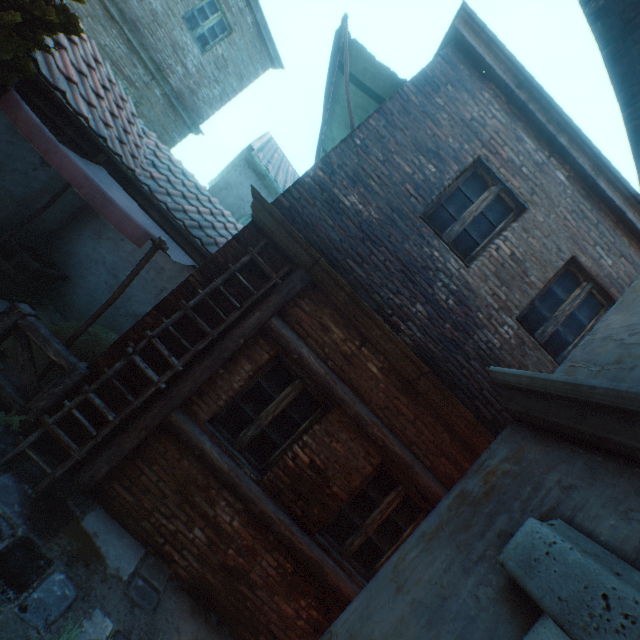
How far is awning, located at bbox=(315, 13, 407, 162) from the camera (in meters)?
5.13

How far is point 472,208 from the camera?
4.7 meters

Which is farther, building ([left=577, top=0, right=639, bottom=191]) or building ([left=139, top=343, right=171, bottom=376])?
building ([left=139, top=343, right=171, bottom=376])

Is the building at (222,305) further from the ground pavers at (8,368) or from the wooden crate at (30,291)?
the wooden crate at (30,291)

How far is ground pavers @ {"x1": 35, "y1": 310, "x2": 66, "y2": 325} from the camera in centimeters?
590cm

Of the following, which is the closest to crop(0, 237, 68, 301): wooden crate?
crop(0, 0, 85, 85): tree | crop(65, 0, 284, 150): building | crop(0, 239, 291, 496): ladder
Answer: crop(0, 0, 85, 85): tree

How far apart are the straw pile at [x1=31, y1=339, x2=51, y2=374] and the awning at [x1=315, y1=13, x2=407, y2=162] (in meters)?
5.21

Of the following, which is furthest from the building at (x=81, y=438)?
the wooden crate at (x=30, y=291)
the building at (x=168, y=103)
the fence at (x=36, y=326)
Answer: the building at (x=168, y=103)
